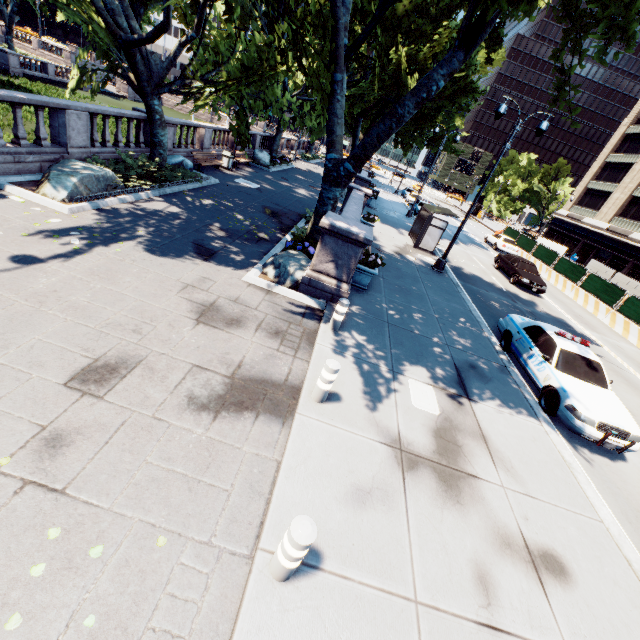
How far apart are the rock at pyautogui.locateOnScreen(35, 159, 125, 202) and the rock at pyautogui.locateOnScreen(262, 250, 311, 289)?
5.7m

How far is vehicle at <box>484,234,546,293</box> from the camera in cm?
1969

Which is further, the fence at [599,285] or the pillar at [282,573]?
the fence at [599,285]

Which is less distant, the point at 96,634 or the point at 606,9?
the point at 96,634

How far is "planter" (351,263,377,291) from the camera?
10.2 meters

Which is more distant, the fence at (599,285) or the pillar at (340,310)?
the fence at (599,285)

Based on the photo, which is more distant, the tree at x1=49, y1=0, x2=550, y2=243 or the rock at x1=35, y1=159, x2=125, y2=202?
the rock at x1=35, y1=159, x2=125, y2=202

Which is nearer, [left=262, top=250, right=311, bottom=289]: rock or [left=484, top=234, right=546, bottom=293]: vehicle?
[left=262, top=250, right=311, bottom=289]: rock
